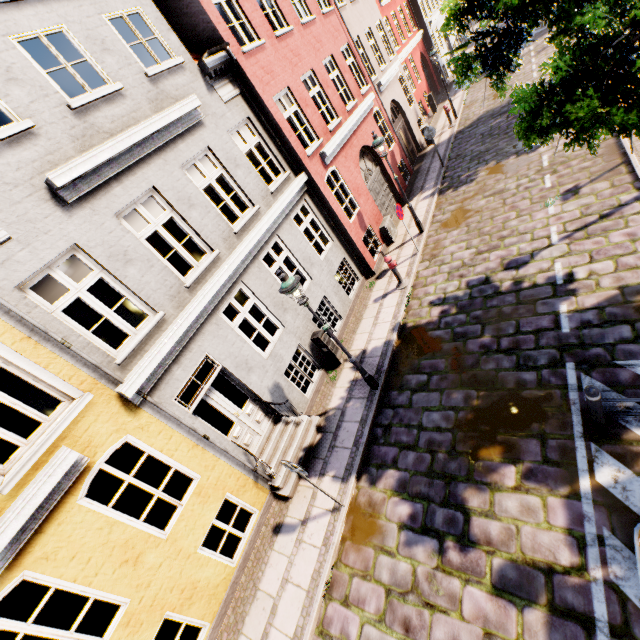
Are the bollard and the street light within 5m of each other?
yes

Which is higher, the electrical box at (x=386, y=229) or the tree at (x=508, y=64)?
the tree at (x=508, y=64)

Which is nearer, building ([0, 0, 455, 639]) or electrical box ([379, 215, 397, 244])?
building ([0, 0, 455, 639])

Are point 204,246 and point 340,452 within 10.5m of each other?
yes

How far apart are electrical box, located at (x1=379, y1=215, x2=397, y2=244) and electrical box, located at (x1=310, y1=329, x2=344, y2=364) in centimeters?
577cm

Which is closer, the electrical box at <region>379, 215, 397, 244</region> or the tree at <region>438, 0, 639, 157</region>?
the tree at <region>438, 0, 639, 157</region>

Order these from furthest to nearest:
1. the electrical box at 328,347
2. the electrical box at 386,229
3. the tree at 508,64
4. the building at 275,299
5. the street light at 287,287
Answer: the electrical box at 386,229, the electrical box at 328,347, the street light at 287,287, the building at 275,299, the tree at 508,64

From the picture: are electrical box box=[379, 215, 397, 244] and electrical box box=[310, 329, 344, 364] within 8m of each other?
yes
